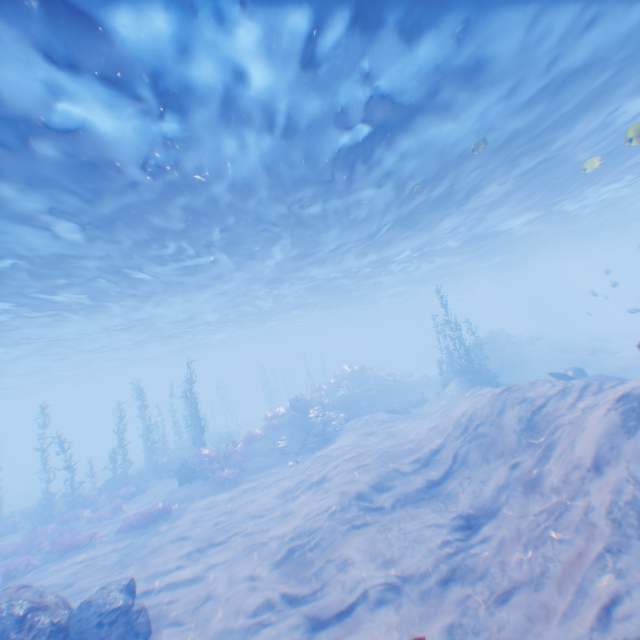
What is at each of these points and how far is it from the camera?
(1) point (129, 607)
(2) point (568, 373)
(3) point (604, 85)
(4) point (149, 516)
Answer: (1) rock, 7.9 meters
(2) plane, 17.7 meters
(3) light, 11.6 meters
(4) instancedfoliageactor, 15.3 meters

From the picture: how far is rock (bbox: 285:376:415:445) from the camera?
22.6 meters

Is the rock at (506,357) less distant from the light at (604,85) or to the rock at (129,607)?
the light at (604,85)

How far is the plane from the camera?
15.55m

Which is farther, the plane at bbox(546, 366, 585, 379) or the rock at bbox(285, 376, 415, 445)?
the rock at bbox(285, 376, 415, 445)

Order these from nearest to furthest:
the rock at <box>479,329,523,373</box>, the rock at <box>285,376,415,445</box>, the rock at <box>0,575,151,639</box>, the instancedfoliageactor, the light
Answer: the rock at <box>0,575,151,639</box> → the light → the instancedfoliageactor → the rock at <box>285,376,415,445</box> → the rock at <box>479,329,523,373</box>

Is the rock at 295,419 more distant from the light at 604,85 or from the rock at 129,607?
the rock at 129,607

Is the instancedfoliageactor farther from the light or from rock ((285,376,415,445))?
the light
